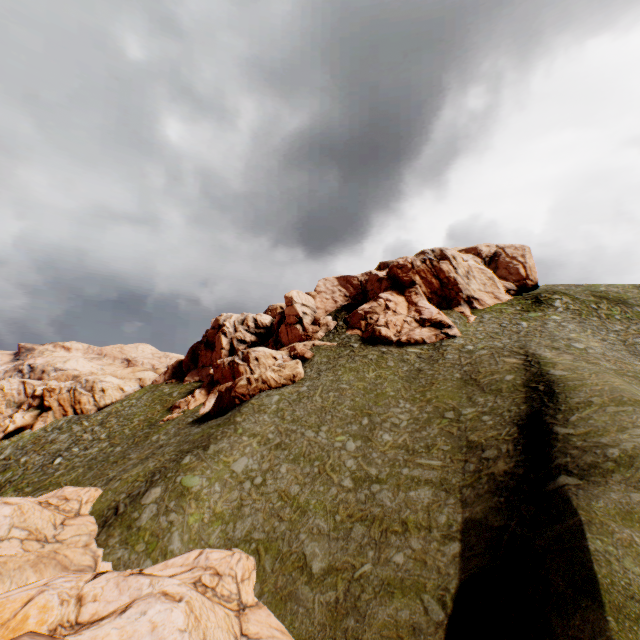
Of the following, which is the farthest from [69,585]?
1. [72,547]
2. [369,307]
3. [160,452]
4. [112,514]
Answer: [369,307]

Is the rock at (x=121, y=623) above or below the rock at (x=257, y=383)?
below

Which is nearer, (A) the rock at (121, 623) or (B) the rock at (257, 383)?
(A) the rock at (121, 623)

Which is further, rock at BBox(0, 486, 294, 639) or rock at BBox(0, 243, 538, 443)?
rock at BBox(0, 243, 538, 443)

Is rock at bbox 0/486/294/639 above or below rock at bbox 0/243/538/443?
below
